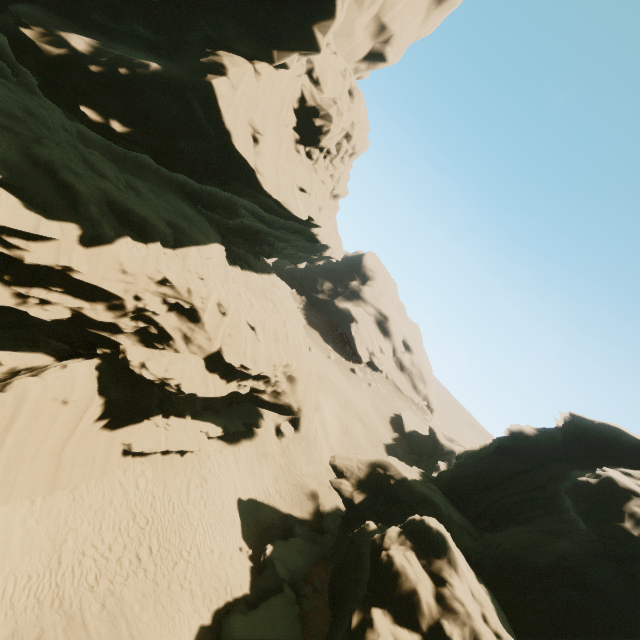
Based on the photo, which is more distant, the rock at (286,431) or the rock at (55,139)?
the rock at (286,431)

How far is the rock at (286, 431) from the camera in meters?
27.1

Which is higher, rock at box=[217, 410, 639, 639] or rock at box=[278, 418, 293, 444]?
rock at box=[217, 410, 639, 639]

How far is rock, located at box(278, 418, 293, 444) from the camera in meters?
27.1 m

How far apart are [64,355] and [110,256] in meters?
4.9

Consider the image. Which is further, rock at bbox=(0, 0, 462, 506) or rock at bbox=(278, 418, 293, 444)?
rock at bbox=(278, 418, 293, 444)
